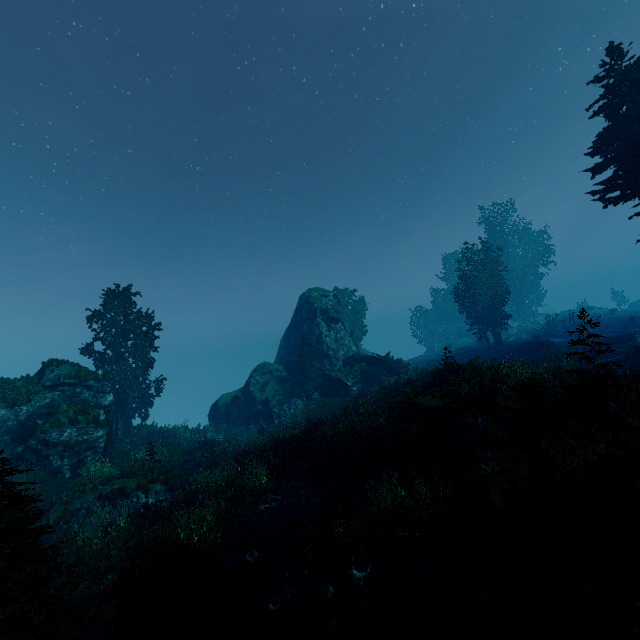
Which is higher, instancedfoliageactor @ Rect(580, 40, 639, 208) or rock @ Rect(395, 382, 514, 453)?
instancedfoliageactor @ Rect(580, 40, 639, 208)

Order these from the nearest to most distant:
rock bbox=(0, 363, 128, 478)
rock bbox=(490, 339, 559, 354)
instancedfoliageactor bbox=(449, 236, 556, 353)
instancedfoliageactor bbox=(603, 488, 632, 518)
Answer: instancedfoliageactor bbox=(603, 488, 632, 518) < rock bbox=(0, 363, 128, 478) < rock bbox=(490, 339, 559, 354) < instancedfoliageactor bbox=(449, 236, 556, 353)

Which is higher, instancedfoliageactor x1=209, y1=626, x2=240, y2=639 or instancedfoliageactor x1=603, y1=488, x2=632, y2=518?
instancedfoliageactor x1=603, y1=488, x2=632, y2=518

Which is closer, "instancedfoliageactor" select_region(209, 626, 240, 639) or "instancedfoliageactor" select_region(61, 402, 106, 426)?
"instancedfoliageactor" select_region(209, 626, 240, 639)

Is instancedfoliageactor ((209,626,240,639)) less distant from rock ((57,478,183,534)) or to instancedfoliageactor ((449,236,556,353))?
instancedfoliageactor ((449,236,556,353))

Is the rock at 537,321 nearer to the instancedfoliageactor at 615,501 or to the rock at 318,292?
the instancedfoliageactor at 615,501

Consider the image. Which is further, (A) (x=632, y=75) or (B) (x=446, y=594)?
(A) (x=632, y=75)

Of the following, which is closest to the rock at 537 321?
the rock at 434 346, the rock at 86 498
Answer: the rock at 434 346
